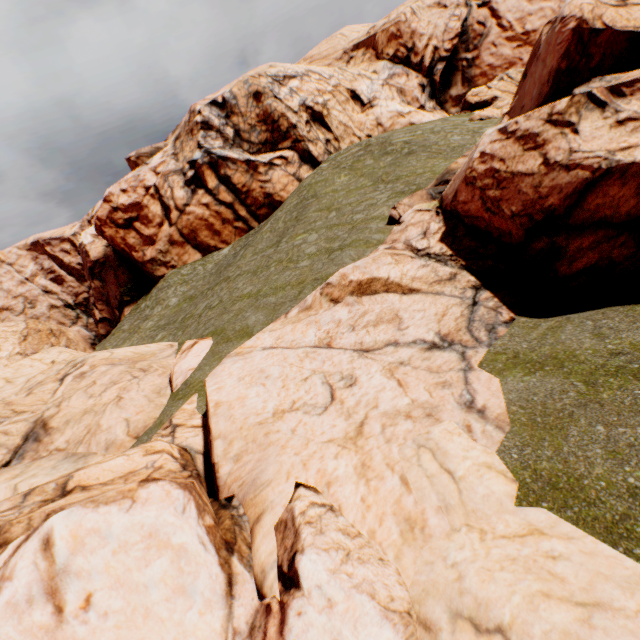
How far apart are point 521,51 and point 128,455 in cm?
6083
